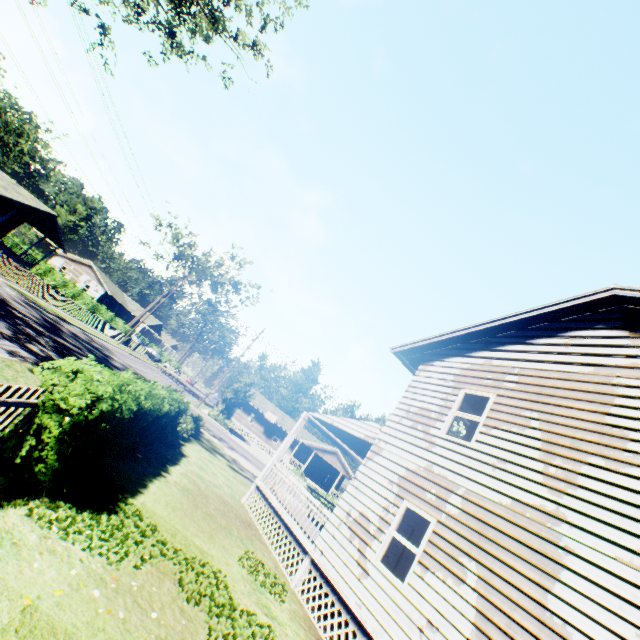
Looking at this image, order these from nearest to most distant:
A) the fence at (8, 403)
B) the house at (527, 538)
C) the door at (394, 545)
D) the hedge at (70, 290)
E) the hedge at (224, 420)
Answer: the fence at (8, 403) < the house at (527, 538) < the door at (394, 545) < the hedge at (224, 420) < the hedge at (70, 290)

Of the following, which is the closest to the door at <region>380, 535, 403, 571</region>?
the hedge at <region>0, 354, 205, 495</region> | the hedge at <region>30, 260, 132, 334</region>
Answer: the hedge at <region>0, 354, 205, 495</region>

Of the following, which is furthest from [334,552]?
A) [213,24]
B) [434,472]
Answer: [213,24]

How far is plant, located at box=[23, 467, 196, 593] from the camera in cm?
466

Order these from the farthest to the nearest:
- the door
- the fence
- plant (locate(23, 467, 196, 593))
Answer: the door → plant (locate(23, 467, 196, 593)) → the fence

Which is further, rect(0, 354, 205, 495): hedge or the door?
the door

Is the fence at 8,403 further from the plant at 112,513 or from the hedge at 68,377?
the hedge at 68,377

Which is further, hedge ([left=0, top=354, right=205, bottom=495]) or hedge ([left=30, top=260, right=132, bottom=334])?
hedge ([left=30, top=260, right=132, bottom=334])
